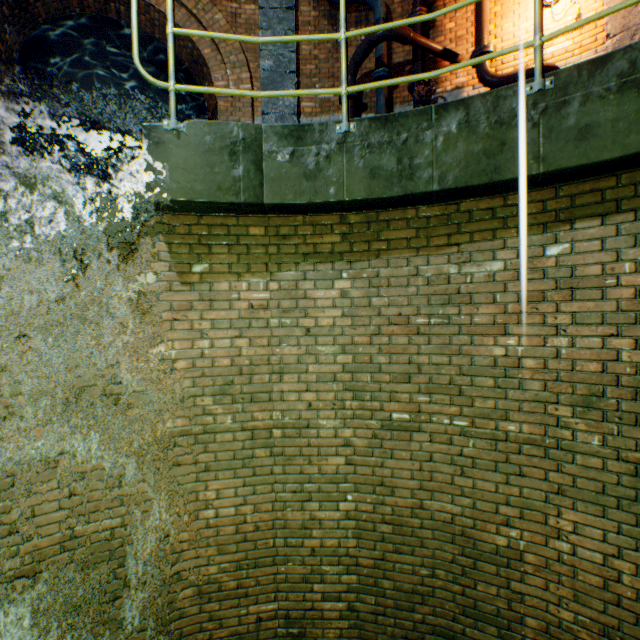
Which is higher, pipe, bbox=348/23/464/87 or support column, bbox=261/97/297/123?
pipe, bbox=348/23/464/87

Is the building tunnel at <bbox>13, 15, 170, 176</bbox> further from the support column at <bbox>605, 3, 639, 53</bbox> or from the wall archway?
the support column at <bbox>605, 3, 639, 53</bbox>

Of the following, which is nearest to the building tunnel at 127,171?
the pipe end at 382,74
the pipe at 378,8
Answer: the pipe at 378,8

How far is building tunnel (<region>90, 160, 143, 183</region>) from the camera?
12.68m

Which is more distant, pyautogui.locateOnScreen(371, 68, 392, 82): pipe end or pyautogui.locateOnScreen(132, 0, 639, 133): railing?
pyautogui.locateOnScreen(371, 68, 392, 82): pipe end

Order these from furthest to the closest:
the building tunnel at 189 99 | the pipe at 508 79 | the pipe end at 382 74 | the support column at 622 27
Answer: the building tunnel at 189 99
the pipe end at 382 74
the pipe at 508 79
the support column at 622 27

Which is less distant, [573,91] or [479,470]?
[573,91]

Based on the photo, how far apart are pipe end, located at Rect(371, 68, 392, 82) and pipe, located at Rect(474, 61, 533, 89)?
1.35m
